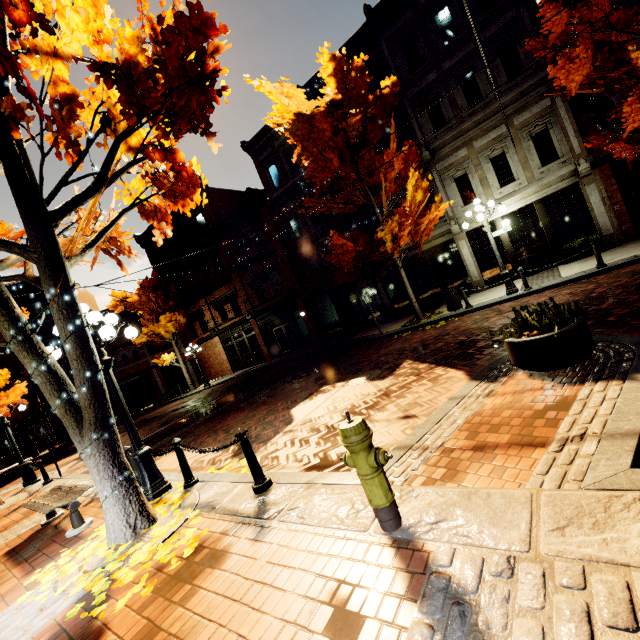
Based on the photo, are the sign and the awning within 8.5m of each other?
no

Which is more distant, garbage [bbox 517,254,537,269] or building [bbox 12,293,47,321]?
building [bbox 12,293,47,321]

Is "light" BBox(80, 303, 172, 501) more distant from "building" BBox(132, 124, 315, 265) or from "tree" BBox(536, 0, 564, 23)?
"building" BBox(132, 124, 315, 265)

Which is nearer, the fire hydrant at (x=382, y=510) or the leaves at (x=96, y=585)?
the fire hydrant at (x=382, y=510)

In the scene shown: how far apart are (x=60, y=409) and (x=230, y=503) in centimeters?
274cm

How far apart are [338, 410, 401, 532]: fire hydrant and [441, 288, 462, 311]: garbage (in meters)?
11.12

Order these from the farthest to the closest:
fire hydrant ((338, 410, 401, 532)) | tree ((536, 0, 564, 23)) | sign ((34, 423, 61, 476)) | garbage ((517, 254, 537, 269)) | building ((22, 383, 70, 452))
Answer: building ((22, 383, 70, 452)) < garbage ((517, 254, 537, 269)) < sign ((34, 423, 61, 476)) < tree ((536, 0, 564, 23)) < fire hydrant ((338, 410, 401, 532))

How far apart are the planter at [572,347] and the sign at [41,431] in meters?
14.7 m
